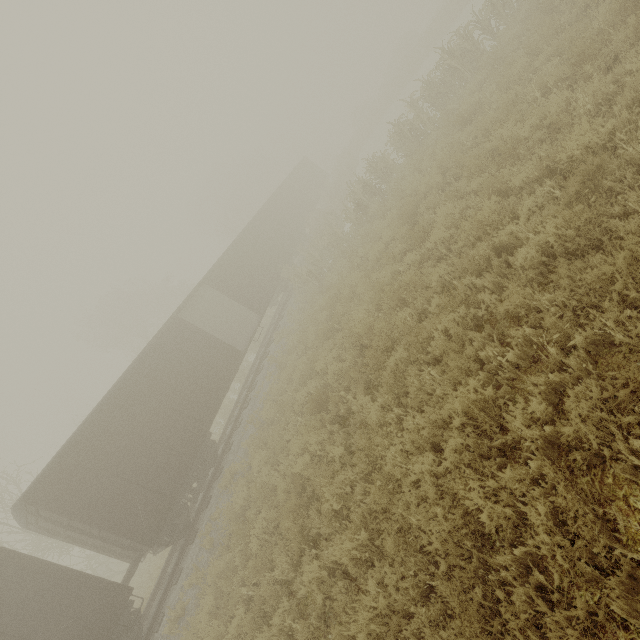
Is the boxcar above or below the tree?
above

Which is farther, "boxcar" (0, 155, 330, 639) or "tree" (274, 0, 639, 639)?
"boxcar" (0, 155, 330, 639)

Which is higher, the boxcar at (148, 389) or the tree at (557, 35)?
the boxcar at (148, 389)

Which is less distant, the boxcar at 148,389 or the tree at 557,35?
the tree at 557,35

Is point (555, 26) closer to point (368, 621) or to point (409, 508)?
point (409, 508)
